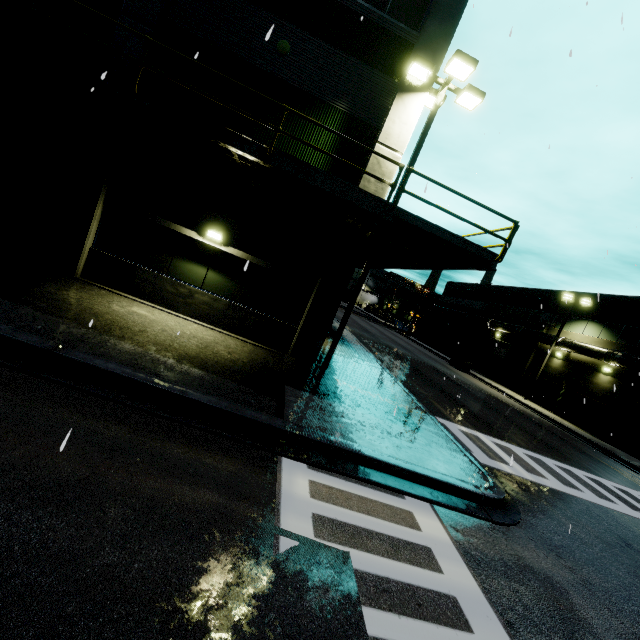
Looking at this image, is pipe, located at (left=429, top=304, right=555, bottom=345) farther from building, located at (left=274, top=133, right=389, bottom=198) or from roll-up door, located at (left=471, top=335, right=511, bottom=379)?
roll-up door, located at (left=471, top=335, right=511, bottom=379)

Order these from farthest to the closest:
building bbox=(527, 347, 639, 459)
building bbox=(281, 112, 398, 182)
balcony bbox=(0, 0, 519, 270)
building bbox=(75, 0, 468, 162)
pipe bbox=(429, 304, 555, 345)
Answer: pipe bbox=(429, 304, 555, 345) < building bbox=(527, 347, 639, 459) < building bbox=(281, 112, 398, 182) < building bbox=(75, 0, 468, 162) < balcony bbox=(0, 0, 519, 270)

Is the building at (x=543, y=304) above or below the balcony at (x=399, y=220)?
above

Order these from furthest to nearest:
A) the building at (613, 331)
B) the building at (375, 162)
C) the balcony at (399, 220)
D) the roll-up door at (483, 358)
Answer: the roll-up door at (483, 358), the building at (613, 331), the building at (375, 162), the balcony at (399, 220)

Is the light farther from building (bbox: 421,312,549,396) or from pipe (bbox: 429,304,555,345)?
pipe (bbox: 429,304,555,345)

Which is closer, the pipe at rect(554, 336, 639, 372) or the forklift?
the pipe at rect(554, 336, 639, 372)

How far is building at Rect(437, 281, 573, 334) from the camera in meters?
31.2 m

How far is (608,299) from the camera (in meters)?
26.50
